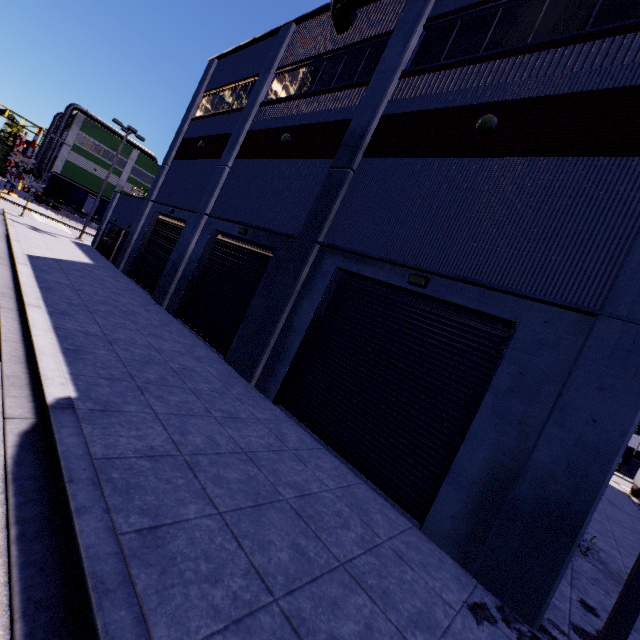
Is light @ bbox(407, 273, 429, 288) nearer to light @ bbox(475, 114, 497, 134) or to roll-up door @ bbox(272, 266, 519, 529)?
roll-up door @ bbox(272, 266, 519, 529)

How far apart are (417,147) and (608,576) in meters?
12.2

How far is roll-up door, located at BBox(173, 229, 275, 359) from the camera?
12.28m

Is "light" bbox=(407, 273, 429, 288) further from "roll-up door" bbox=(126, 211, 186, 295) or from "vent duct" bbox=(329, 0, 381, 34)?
"vent duct" bbox=(329, 0, 381, 34)

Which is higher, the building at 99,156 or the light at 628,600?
the building at 99,156

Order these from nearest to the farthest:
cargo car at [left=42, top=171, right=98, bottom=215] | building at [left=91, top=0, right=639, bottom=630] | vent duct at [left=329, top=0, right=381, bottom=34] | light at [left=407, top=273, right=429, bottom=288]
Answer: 1. building at [left=91, top=0, right=639, bottom=630]
2. light at [left=407, top=273, right=429, bottom=288]
3. vent duct at [left=329, top=0, right=381, bottom=34]
4. cargo car at [left=42, top=171, right=98, bottom=215]

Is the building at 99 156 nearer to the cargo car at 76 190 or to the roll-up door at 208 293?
the roll-up door at 208 293

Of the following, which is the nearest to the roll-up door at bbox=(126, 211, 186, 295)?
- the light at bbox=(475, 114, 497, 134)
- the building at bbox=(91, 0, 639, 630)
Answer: the building at bbox=(91, 0, 639, 630)
